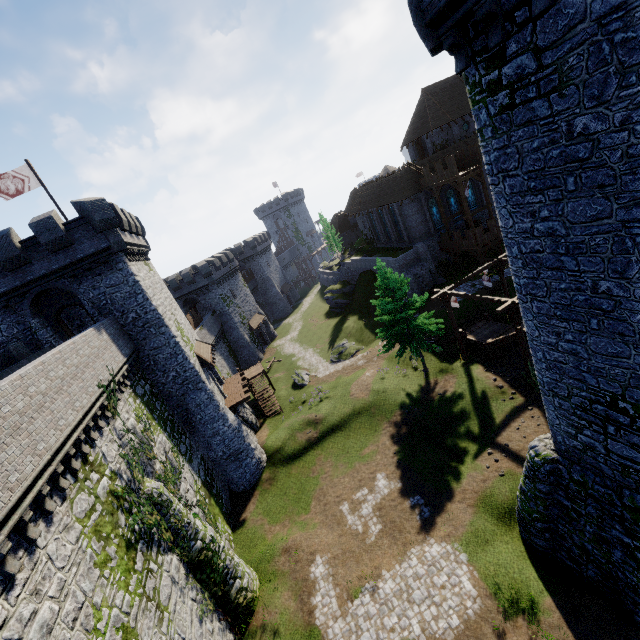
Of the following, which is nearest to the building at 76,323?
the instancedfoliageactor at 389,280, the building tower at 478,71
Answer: the instancedfoliageactor at 389,280

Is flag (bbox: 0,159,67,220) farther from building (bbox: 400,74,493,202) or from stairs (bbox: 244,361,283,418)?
building (bbox: 400,74,493,202)

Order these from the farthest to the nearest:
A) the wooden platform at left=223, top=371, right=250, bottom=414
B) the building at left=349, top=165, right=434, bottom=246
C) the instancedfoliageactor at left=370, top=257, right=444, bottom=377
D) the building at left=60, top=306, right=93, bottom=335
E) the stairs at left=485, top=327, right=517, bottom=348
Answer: the building at left=349, top=165, right=434, bottom=246 < the building at left=60, top=306, right=93, bottom=335 < the wooden platform at left=223, top=371, right=250, bottom=414 < the instancedfoliageactor at left=370, top=257, right=444, bottom=377 < the stairs at left=485, top=327, right=517, bottom=348

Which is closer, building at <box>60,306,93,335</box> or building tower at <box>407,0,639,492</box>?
building tower at <box>407,0,639,492</box>

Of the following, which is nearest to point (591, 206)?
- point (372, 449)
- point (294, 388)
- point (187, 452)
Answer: point (372, 449)

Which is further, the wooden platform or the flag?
the wooden platform

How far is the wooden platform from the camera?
26.56m

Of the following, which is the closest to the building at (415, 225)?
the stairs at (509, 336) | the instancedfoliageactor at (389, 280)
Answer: the instancedfoliageactor at (389, 280)
